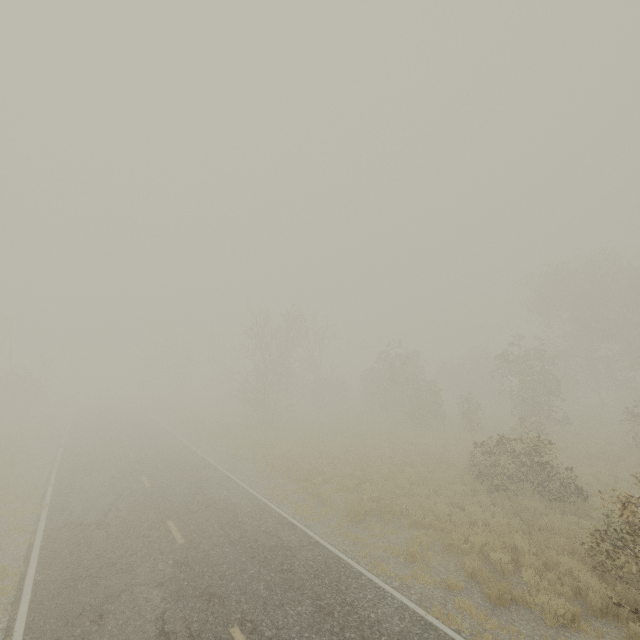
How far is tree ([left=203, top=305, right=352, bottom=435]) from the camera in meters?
27.0 m

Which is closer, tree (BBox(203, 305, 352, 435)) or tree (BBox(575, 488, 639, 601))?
tree (BBox(575, 488, 639, 601))

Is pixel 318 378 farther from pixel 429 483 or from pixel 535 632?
pixel 535 632

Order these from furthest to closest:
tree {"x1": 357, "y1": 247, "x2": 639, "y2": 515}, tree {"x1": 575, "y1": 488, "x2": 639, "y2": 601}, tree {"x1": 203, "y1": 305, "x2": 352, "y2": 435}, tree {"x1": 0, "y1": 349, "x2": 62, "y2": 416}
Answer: tree {"x1": 0, "y1": 349, "x2": 62, "y2": 416} → tree {"x1": 203, "y1": 305, "x2": 352, "y2": 435} → tree {"x1": 357, "y1": 247, "x2": 639, "y2": 515} → tree {"x1": 575, "y1": 488, "x2": 639, "y2": 601}

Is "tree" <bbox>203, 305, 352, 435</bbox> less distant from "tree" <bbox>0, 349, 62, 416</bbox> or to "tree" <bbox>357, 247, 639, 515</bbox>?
"tree" <bbox>0, 349, 62, 416</bbox>

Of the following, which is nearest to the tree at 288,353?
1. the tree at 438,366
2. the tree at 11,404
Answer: the tree at 11,404
